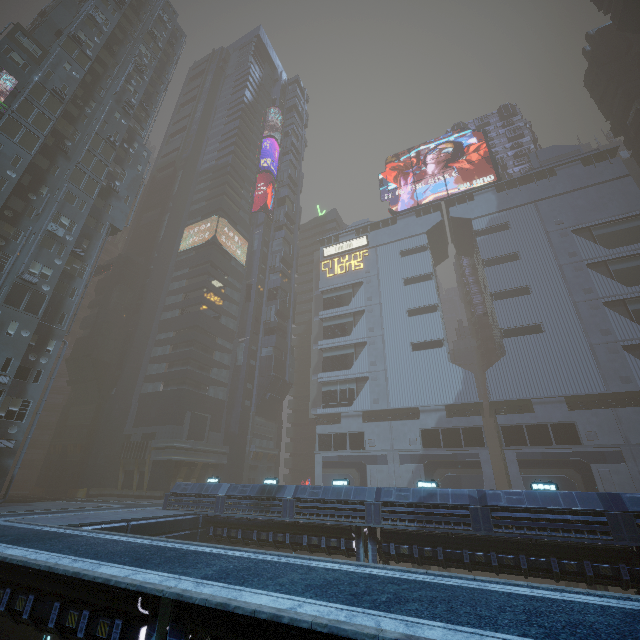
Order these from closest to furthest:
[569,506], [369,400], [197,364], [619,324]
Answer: [569,506] → [619,324] → [197,364] → [369,400]

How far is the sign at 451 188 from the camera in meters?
56.2 m

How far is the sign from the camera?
56.2m

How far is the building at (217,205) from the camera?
58.7 meters

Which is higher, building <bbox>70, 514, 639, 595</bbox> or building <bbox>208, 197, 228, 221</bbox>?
building <bbox>208, 197, 228, 221</bbox>

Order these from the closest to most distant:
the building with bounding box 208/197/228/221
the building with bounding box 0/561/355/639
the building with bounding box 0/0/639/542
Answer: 1. the building with bounding box 0/561/355/639
2. the building with bounding box 0/0/639/542
3. the building with bounding box 208/197/228/221

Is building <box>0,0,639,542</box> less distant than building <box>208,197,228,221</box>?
Yes
